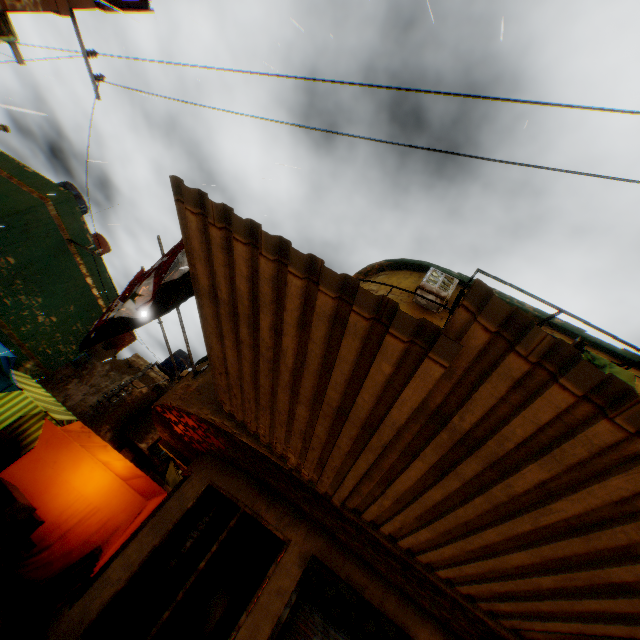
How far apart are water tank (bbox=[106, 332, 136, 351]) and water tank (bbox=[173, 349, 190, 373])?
2.3m

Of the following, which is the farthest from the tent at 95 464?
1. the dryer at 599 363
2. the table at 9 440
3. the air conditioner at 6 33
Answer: the dryer at 599 363

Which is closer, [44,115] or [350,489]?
[44,115]

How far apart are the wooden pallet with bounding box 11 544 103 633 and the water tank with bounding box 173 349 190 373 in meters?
17.3

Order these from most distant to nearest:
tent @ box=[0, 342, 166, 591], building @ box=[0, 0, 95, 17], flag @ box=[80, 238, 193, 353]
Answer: tent @ box=[0, 342, 166, 591]
building @ box=[0, 0, 95, 17]
flag @ box=[80, 238, 193, 353]

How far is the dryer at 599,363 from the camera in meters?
4.2

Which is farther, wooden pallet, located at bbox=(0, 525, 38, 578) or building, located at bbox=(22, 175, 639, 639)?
wooden pallet, located at bbox=(0, 525, 38, 578)

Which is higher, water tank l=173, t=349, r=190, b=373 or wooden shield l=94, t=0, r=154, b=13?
water tank l=173, t=349, r=190, b=373
